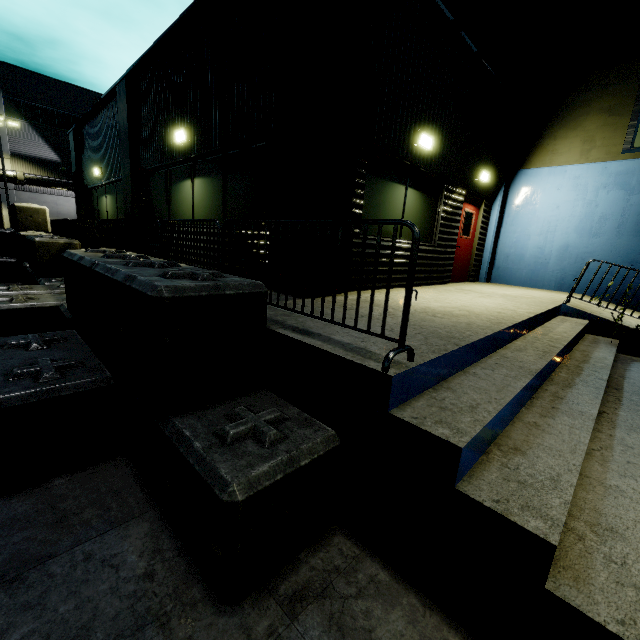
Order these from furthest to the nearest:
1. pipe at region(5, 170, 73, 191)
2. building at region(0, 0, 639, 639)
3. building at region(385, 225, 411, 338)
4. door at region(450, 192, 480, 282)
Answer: pipe at region(5, 170, 73, 191) < door at region(450, 192, 480, 282) < building at region(385, 225, 411, 338) < building at region(0, 0, 639, 639)

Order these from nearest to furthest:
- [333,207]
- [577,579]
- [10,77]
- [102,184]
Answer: [577,579], [333,207], [102,184], [10,77]

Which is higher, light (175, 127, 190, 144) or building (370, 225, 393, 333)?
light (175, 127, 190, 144)

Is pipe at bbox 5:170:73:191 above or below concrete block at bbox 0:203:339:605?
above

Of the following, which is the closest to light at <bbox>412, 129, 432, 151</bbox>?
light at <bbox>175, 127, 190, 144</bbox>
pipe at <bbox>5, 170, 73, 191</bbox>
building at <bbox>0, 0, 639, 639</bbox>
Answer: building at <bbox>0, 0, 639, 639</bbox>

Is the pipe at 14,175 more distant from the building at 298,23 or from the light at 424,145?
the light at 424,145

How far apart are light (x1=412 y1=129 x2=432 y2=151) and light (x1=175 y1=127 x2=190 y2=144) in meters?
Answer: 4.8

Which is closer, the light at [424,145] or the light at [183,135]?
the light at [424,145]
